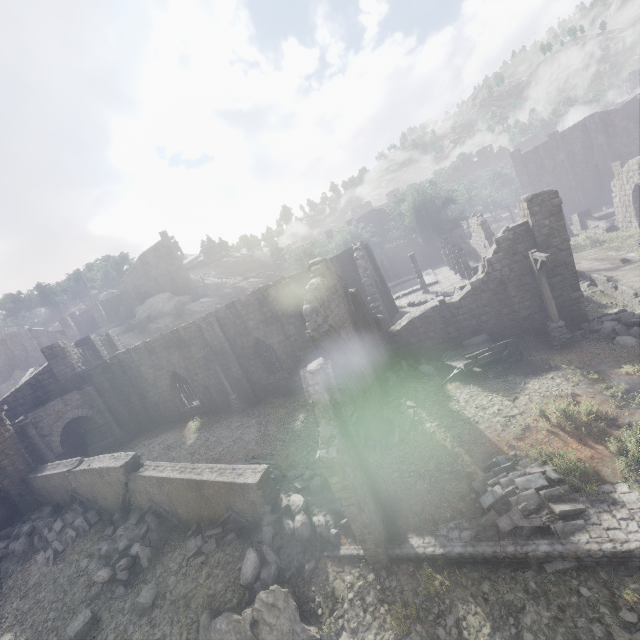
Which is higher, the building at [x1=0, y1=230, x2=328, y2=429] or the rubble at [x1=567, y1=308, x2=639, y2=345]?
the building at [x1=0, y1=230, x2=328, y2=429]

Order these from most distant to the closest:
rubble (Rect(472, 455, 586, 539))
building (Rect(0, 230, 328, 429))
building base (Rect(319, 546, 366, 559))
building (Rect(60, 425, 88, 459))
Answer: building (Rect(60, 425, 88, 459)) → building (Rect(0, 230, 328, 429)) → building base (Rect(319, 546, 366, 559)) → rubble (Rect(472, 455, 586, 539))

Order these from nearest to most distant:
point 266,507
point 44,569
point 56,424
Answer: point 266,507
point 44,569
point 56,424

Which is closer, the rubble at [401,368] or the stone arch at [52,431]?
the rubble at [401,368]

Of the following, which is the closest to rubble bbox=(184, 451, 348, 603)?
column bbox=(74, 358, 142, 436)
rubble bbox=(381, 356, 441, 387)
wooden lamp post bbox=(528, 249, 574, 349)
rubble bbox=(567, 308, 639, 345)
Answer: rubble bbox=(381, 356, 441, 387)

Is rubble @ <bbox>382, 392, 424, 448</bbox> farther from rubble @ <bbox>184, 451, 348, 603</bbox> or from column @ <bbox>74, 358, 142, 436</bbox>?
column @ <bbox>74, 358, 142, 436</bbox>

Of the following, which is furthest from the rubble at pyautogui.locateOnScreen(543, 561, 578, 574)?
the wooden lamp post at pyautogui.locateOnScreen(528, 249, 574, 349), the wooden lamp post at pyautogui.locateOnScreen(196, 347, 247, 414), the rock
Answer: the rock

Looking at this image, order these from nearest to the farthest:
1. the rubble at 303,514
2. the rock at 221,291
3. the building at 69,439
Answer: the rubble at 303,514 < the building at 69,439 < the rock at 221,291
